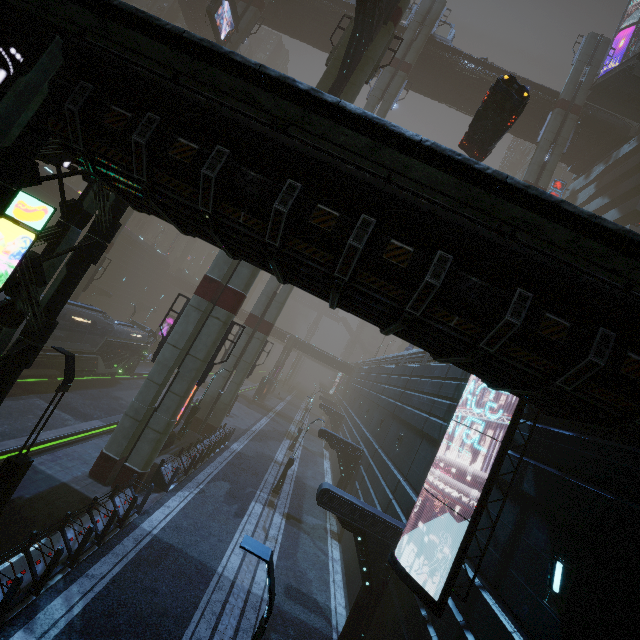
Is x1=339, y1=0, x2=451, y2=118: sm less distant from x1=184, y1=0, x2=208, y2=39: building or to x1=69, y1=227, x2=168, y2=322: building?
x1=69, y1=227, x2=168, y2=322: building

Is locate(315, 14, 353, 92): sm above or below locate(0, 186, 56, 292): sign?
above

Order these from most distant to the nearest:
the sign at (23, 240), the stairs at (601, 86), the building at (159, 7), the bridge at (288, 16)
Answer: the building at (159, 7) → the bridge at (288, 16) → the stairs at (601, 86) → the sign at (23, 240)

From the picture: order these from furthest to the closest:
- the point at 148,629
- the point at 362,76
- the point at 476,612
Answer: the point at 362,76
the point at 148,629
the point at 476,612

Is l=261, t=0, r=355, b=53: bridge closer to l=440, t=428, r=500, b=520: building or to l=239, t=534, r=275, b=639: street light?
l=440, t=428, r=500, b=520: building

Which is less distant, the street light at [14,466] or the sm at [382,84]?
the street light at [14,466]

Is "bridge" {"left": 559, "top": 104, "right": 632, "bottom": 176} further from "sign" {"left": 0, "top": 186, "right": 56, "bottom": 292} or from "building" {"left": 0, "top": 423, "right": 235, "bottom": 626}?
"sign" {"left": 0, "top": 186, "right": 56, "bottom": 292}

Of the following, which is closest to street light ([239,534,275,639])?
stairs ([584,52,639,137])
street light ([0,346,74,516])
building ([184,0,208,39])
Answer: street light ([0,346,74,516])
